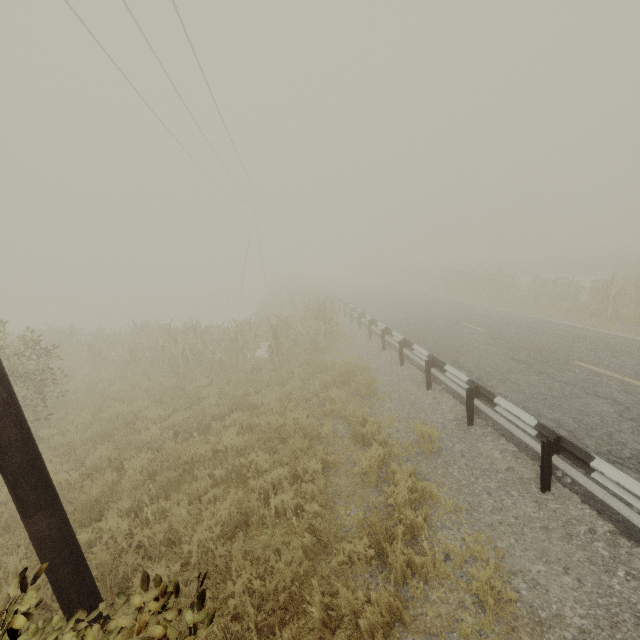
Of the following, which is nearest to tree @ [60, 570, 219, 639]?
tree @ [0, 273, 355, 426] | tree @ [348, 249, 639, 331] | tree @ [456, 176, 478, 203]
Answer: tree @ [0, 273, 355, 426]

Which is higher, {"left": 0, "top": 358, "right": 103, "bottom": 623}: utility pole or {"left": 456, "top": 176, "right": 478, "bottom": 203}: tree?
{"left": 456, "top": 176, "right": 478, "bottom": 203}: tree

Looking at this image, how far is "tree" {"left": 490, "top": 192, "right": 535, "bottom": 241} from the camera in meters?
56.6

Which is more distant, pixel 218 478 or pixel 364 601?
pixel 218 478

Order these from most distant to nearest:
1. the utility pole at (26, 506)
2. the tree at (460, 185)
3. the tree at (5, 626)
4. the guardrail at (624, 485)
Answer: the tree at (460, 185)
the guardrail at (624, 485)
the utility pole at (26, 506)
the tree at (5, 626)

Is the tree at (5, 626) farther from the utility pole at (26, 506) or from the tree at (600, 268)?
the tree at (600, 268)

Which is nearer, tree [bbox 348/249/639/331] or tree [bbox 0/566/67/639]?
tree [bbox 0/566/67/639]
